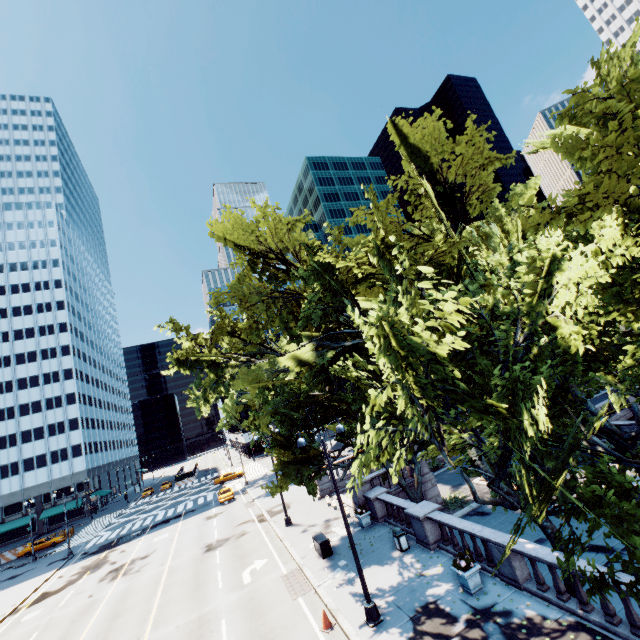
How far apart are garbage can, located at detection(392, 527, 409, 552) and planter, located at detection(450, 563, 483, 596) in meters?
4.2 m

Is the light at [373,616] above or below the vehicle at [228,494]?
below

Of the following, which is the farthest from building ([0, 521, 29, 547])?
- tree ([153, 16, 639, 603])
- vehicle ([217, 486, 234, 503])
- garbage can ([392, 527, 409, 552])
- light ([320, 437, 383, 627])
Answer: light ([320, 437, 383, 627])

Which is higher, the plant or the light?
the plant

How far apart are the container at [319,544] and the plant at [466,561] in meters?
8.2

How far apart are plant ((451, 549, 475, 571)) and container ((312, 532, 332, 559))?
8.2 meters

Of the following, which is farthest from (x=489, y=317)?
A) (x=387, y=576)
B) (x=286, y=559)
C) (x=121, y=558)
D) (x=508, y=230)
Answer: (x=121, y=558)

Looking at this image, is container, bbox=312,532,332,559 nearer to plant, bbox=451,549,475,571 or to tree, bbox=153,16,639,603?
tree, bbox=153,16,639,603
